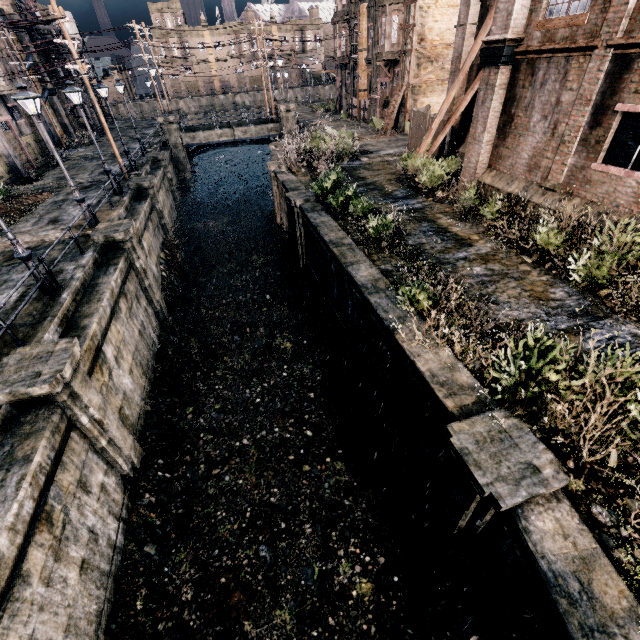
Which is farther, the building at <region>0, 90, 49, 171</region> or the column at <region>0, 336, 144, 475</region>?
the building at <region>0, 90, 49, 171</region>

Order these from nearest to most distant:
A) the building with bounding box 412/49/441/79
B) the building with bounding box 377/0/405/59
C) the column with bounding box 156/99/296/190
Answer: the building with bounding box 377/0/405/59
the building with bounding box 412/49/441/79
the column with bounding box 156/99/296/190

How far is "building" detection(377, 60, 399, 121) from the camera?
33.8 meters

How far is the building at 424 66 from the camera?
31.1m

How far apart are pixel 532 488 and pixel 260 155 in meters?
56.3 m

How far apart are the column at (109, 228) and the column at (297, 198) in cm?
790

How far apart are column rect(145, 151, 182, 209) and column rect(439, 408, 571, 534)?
31.38m

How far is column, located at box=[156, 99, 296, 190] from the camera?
34.4 meters
